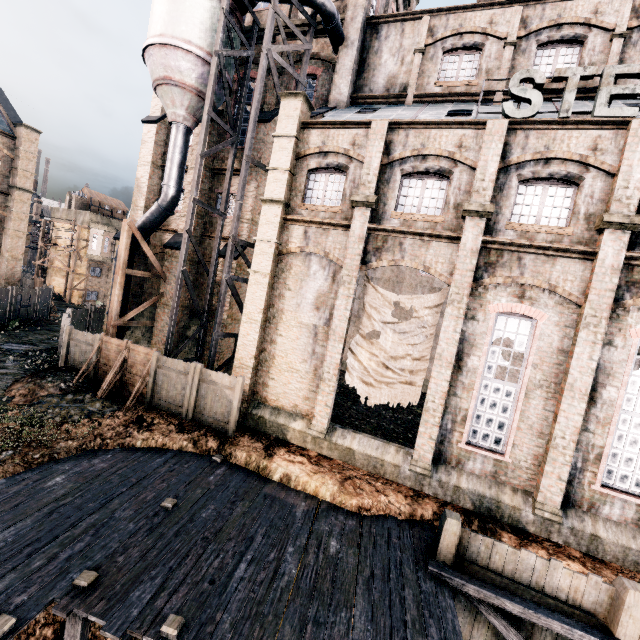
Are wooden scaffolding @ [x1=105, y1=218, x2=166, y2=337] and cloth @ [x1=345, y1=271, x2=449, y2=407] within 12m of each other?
no

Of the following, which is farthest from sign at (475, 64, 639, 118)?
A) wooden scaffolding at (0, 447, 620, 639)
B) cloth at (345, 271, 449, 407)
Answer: wooden scaffolding at (0, 447, 620, 639)

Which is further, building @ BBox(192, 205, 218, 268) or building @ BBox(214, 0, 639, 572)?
building @ BBox(192, 205, 218, 268)

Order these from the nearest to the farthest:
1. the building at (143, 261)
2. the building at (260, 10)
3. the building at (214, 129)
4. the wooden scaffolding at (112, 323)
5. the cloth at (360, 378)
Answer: the cloth at (360, 378)
the wooden scaffolding at (112, 323)
the building at (260, 10)
the building at (214, 129)
the building at (143, 261)

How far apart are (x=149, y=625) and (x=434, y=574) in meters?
7.5 m

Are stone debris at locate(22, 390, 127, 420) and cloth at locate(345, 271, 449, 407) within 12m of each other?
yes

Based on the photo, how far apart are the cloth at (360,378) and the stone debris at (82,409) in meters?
10.7 m

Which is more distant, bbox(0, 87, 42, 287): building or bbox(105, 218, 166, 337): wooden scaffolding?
bbox(0, 87, 42, 287): building
